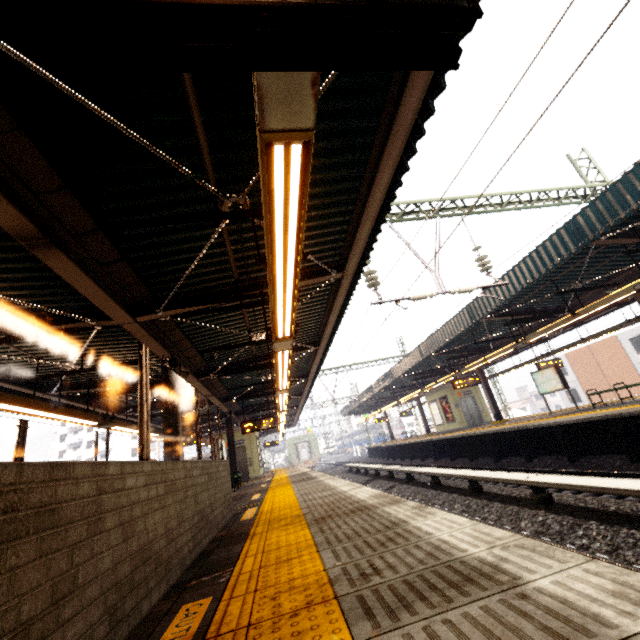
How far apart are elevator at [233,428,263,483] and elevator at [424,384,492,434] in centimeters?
1259cm

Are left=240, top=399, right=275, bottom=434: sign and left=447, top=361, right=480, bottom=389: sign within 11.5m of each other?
yes

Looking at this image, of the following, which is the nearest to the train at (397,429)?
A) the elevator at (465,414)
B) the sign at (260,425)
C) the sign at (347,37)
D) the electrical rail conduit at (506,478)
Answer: the electrical rail conduit at (506,478)

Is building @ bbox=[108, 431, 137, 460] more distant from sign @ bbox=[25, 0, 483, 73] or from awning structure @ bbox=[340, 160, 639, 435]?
sign @ bbox=[25, 0, 483, 73]

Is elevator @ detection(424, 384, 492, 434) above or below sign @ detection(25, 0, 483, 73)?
below

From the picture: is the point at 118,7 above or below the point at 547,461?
above

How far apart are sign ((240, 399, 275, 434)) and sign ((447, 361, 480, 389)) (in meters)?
9.28

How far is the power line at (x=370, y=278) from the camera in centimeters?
901cm
